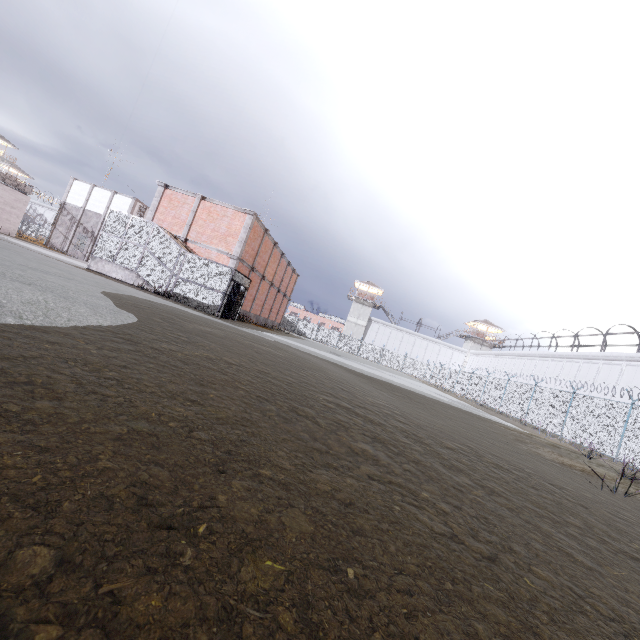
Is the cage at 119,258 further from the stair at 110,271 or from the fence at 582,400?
the fence at 582,400

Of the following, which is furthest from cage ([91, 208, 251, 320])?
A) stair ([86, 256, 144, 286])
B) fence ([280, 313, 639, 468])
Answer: fence ([280, 313, 639, 468])

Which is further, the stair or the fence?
the stair

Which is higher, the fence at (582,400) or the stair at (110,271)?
the fence at (582,400)

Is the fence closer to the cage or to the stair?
the cage

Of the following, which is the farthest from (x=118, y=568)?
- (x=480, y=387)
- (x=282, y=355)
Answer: (x=480, y=387)

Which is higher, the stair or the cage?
the cage
